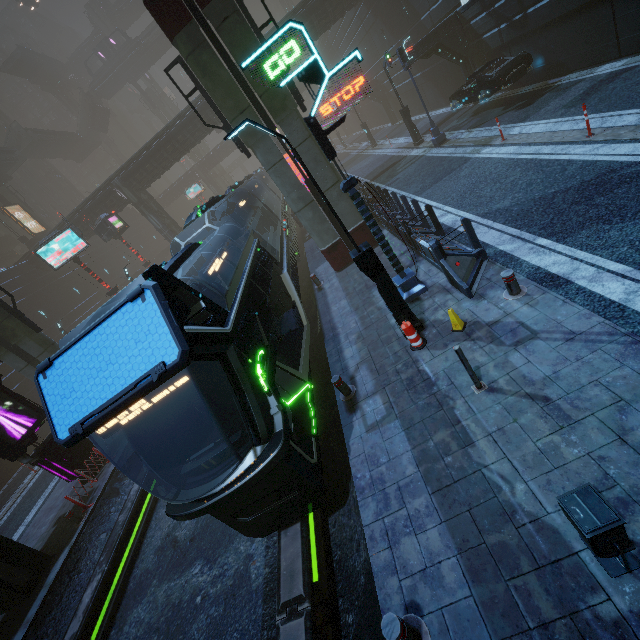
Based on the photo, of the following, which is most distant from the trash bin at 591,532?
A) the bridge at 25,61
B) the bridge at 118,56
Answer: the bridge at 25,61

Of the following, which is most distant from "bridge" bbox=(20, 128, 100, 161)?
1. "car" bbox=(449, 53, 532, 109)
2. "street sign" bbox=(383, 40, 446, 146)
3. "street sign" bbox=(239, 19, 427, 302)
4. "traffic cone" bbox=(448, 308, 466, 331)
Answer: "traffic cone" bbox=(448, 308, 466, 331)

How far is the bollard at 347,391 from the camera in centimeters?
734cm

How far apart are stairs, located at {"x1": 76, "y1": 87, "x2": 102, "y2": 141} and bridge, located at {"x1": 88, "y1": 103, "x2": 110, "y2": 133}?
0.00m

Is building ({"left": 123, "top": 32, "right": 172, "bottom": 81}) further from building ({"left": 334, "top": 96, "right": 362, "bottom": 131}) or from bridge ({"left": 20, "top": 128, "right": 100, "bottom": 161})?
building ({"left": 334, "top": 96, "right": 362, "bottom": 131})

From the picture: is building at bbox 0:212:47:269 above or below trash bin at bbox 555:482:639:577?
above

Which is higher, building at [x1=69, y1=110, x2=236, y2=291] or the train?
building at [x1=69, y1=110, x2=236, y2=291]

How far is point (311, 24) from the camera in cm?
2559
